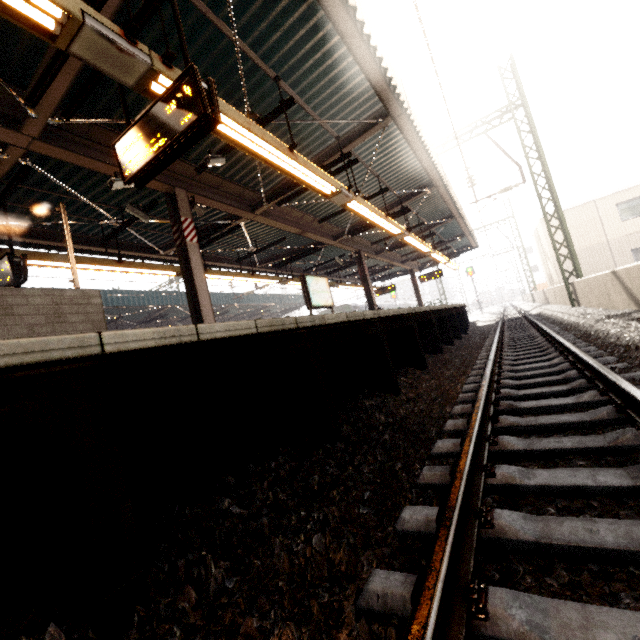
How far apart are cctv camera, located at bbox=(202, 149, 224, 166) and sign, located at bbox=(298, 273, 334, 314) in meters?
4.4

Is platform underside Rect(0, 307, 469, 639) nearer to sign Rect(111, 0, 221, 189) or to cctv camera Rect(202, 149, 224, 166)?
sign Rect(111, 0, 221, 189)

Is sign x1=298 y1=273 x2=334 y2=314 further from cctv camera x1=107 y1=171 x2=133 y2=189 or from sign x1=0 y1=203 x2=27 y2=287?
sign x1=0 y1=203 x2=27 y2=287

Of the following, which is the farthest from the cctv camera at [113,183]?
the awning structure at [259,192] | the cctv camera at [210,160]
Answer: the cctv camera at [210,160]

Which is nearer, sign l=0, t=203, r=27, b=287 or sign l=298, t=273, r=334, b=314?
sign l=0, t=203, r=27, b=287

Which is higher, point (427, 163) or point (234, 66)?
point (234, 66)

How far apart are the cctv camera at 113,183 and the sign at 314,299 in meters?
5.1

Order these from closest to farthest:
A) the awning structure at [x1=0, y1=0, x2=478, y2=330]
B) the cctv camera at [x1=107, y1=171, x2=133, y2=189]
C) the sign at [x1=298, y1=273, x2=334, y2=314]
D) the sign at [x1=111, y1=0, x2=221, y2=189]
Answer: the sign at [x1=111, y1=0, x2=221, y2=189] → the awning structure at [x1=0, y1=0, x2=478, y2=330] → the cctv camera at [x1=107, y1=171, x2=133, y2=189] → the sign at [x1=298, y1=273, x2=334, y2=314]
